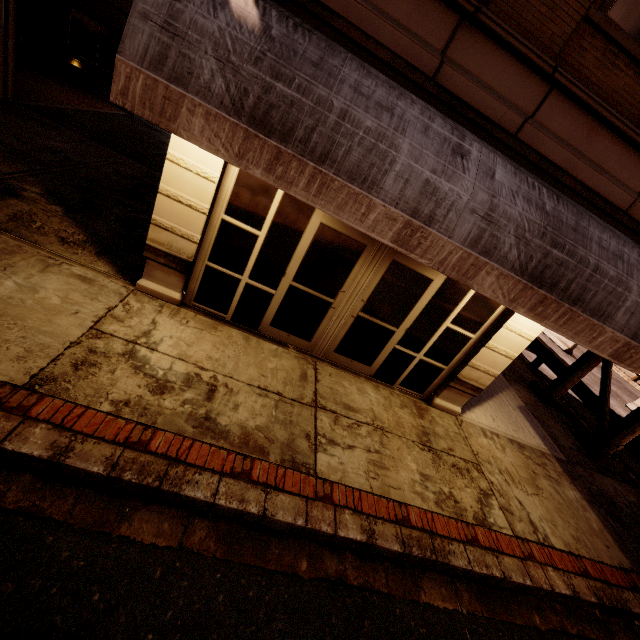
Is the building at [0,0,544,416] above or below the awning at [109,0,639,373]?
below

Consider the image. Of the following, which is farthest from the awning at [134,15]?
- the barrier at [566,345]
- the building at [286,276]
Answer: the barrier at [566,345]

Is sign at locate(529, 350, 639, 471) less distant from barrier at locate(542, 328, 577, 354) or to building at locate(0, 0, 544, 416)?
building at locate(0, 0, 544, 416)

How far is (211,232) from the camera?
5.25m

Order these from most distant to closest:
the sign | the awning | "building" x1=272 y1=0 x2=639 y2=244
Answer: the sign, "building" x1=272 y1=0 x2=639 y2=244, the awning

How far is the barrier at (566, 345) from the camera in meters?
20.1 m

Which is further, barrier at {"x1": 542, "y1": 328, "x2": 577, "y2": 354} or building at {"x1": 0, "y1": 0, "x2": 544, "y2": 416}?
barrier at {"x1": 542, "y1": 328, "x2": 577, "y2": 354}

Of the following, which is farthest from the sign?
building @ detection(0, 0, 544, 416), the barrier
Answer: the barrier
